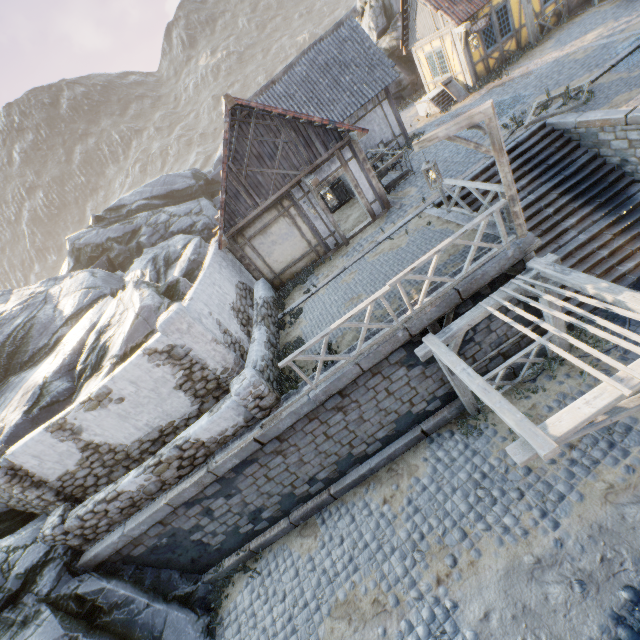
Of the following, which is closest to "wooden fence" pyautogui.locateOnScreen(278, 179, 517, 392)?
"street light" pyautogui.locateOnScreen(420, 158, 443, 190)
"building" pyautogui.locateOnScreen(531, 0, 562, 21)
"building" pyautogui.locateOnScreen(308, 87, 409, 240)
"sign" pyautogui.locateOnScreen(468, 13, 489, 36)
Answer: "street light" pyautogui.locateOnScreen(420, 158, 443, 190)

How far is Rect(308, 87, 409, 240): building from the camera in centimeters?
1120cm

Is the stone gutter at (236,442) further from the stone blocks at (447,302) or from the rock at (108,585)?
the rock at (108,585)

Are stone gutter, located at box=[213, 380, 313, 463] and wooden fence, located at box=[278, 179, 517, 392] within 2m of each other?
yes

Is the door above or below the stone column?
below

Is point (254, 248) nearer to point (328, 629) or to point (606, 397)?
point (606, 397)

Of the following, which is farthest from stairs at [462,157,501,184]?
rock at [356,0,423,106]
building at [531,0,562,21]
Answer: building at [531,0,562,21]

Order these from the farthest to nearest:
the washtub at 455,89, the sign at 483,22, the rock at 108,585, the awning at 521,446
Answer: the washtub at 455,89
the sign at 483,22
the rock at 108,585
the awning at 521,446
